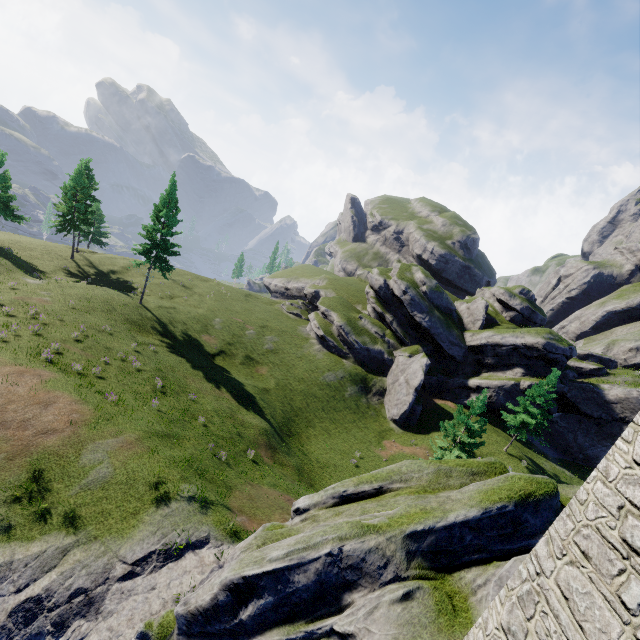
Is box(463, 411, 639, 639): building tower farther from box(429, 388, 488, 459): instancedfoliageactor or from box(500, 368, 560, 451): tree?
box(500, 368, 560, 451): tree

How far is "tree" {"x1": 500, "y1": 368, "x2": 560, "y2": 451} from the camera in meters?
32.6 m

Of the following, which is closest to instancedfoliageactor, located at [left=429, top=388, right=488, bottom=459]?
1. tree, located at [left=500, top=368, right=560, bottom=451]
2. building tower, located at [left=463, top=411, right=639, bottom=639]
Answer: tree, located at [left=500, top=368, right=560, bottom=451]

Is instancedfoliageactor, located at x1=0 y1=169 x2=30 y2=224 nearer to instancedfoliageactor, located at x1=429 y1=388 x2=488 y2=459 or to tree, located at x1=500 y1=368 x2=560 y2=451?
instancedfoliageactor, located at x1=429 y1=388 x2=488 y2=459

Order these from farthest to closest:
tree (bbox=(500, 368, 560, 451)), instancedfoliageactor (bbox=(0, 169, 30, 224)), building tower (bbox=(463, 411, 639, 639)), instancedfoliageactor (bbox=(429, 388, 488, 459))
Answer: instancedfoliageactor (bbox=(0, 169, 30, 224)) < tree (bbox=(500, 368, 560, 451)) < instancedfoliageactor (bbox=(429, 388, 488, 459)) < building tower (bbox=(463, 411, 639, 639))

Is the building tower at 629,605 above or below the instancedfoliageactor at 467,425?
above

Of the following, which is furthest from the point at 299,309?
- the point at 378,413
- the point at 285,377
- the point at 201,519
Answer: the point at 201,519

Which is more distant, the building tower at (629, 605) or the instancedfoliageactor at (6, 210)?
the instancedfoliageactor at (6, 210)
